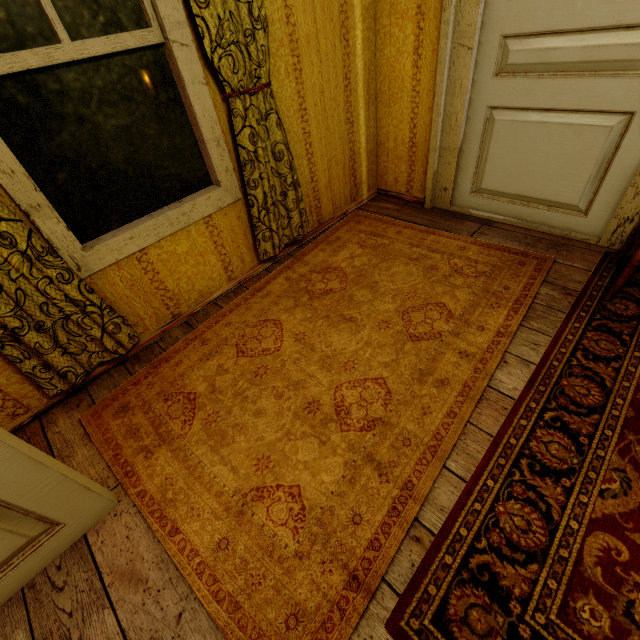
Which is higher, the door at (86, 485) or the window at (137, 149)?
the window at (137, 149)

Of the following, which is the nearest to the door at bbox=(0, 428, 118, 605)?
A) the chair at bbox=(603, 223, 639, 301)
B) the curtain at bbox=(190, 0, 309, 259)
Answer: the curtain at bbox=(190, 0, 309, 259)

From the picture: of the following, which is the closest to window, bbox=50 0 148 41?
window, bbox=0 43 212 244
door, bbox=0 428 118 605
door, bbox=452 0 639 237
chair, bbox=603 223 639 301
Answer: window, bbox=0 43 212 244

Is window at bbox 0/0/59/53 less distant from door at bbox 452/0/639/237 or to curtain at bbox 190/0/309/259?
curtain at bbox 190/0/309/259

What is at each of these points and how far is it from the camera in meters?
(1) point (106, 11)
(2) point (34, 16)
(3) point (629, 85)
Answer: (1) window, 1.4 m
(2) window, 1.3 m
(3) door, 1.7 m

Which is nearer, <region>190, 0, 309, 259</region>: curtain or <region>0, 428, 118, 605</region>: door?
<region>0, 428, 118, 605</region>: door

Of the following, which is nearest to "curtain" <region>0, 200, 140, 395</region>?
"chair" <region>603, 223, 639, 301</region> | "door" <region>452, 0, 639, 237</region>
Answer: "door" <region>452, 0, 639, 237</region>

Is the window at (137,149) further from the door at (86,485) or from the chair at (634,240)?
the chair at (634,240)
